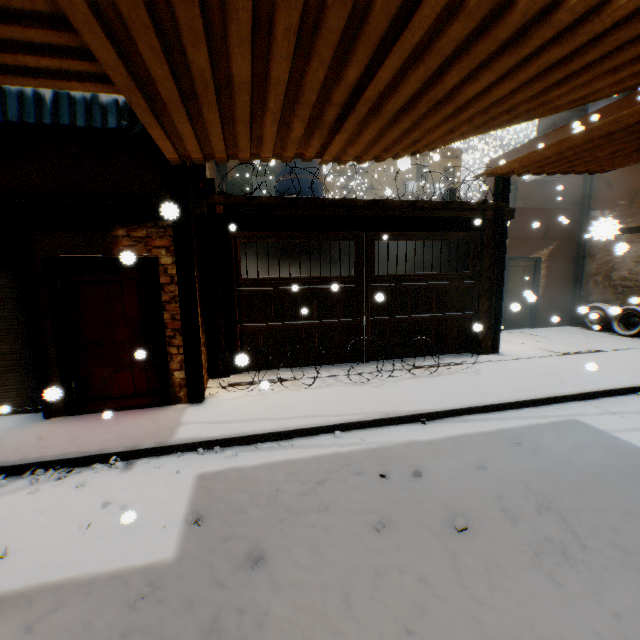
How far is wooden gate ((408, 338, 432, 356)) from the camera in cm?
782

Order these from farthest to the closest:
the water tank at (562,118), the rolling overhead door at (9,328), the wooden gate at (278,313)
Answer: the water tank at (562,118) < the wooden gate at (278,313) < the rolling overhead door at (9,328)

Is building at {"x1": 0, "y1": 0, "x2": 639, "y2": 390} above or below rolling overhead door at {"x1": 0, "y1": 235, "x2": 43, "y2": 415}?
above

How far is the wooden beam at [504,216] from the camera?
7.60m

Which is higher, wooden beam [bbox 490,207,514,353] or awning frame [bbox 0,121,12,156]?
awning frame [bbox 0,121,12,156]

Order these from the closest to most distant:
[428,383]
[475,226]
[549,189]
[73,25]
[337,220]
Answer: [73,25]
[428,383]
[337,220]
[475,226]
[549,189]

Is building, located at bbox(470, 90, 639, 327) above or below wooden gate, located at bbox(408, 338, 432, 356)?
above

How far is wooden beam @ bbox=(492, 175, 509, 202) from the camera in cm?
750
